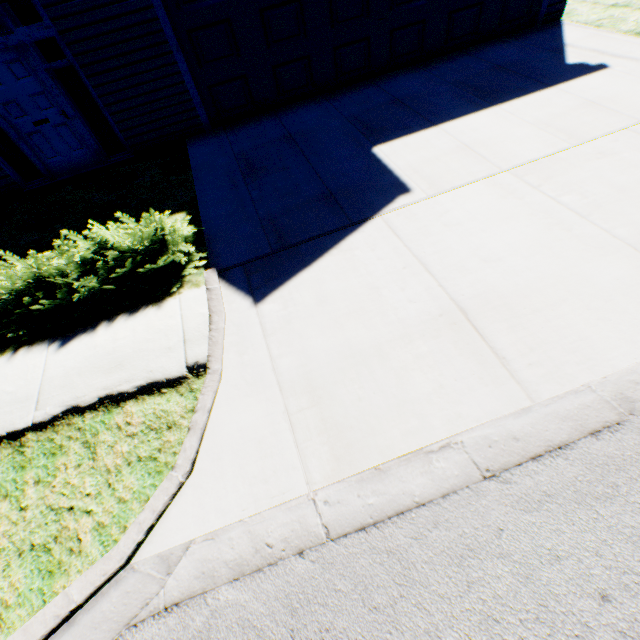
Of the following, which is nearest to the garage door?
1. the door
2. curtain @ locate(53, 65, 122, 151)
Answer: curtain @ locate(53, 65, 122, 151)

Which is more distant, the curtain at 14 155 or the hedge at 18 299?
the curtain at 14 155

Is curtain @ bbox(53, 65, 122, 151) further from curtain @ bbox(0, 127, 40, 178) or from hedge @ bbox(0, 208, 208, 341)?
hedge @ bbox(0, 208, 208, 341)

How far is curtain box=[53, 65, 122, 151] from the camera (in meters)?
6.33

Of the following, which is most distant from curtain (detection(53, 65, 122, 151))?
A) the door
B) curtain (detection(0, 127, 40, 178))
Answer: curtain (detection(0, 127, 40, 178))

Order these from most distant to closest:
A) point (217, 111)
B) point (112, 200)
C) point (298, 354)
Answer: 1. point (217, 111)
2. point (112, 200)
3. point (298, 354)

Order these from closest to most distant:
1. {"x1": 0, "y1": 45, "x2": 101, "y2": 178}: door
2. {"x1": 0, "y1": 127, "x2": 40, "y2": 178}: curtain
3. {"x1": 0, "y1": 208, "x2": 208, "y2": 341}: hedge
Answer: {"x1": 0, "y1": 208, "x2": 208, "y2": 341}: hedge → {"x1": 0, "y1": 45, "x2": 101, "y2": 178}: door → {"x1": 0, "y1": 127, "x2": 40, "y2": 178}: curtain

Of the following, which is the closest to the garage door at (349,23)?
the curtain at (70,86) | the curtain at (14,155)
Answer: the curtain at (70,86)
